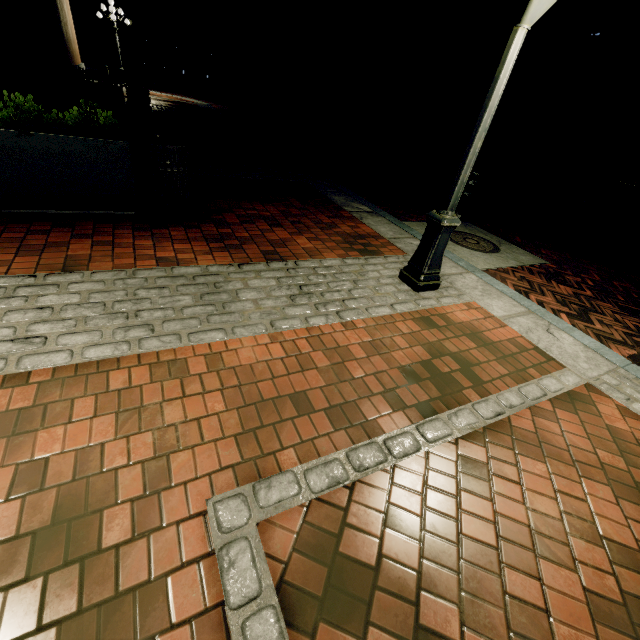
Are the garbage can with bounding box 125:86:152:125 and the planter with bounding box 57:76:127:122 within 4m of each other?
yes

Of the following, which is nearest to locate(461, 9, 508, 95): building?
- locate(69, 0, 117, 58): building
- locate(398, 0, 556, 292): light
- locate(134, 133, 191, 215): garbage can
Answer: locate(69, 0, 117, 58): building

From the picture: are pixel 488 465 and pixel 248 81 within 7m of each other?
no

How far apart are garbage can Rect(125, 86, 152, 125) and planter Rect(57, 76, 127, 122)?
0.1m

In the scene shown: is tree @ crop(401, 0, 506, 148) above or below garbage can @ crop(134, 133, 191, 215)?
above

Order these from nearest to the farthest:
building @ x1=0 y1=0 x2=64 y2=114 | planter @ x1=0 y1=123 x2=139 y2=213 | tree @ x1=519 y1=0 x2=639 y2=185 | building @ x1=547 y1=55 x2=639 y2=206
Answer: planter @ x1=0 y1=123 x2=139 y2=213 < building @ x1=0 y1=0 x2=64 y2=114 < tree @ x1=519 y1=0 x2=639 y2=185 < building @ x1=547 y1=55 x2=639 y2=206

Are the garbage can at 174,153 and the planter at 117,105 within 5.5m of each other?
no

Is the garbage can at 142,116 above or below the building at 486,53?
below
